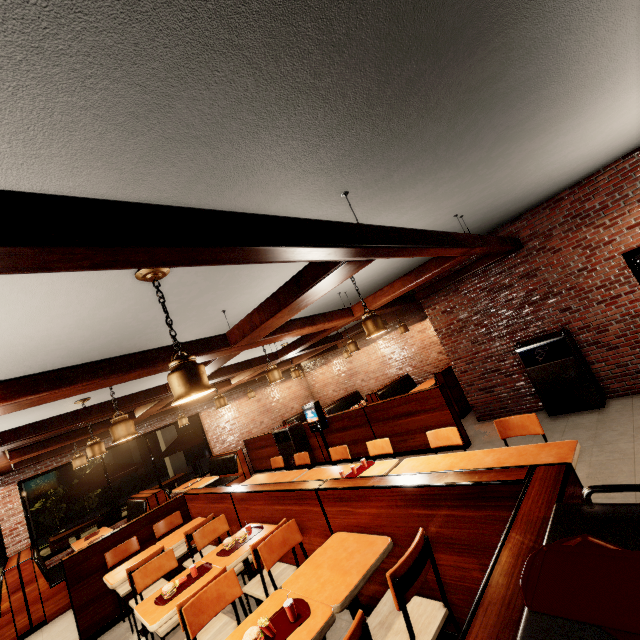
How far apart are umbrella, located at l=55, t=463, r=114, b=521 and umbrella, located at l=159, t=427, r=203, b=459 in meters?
1.1

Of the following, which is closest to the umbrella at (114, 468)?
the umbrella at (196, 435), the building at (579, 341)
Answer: the building at (579, 341)

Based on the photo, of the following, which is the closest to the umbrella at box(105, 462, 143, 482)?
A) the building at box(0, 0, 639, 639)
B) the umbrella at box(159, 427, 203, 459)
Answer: the building at box(0, 0, 639, 639)

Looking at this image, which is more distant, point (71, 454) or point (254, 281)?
point (71, 454)

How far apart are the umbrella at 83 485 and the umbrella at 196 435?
1.09m

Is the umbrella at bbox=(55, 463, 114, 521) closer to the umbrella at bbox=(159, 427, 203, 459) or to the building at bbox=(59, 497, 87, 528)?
the building at bbox=(59, 497, 87, 528)
